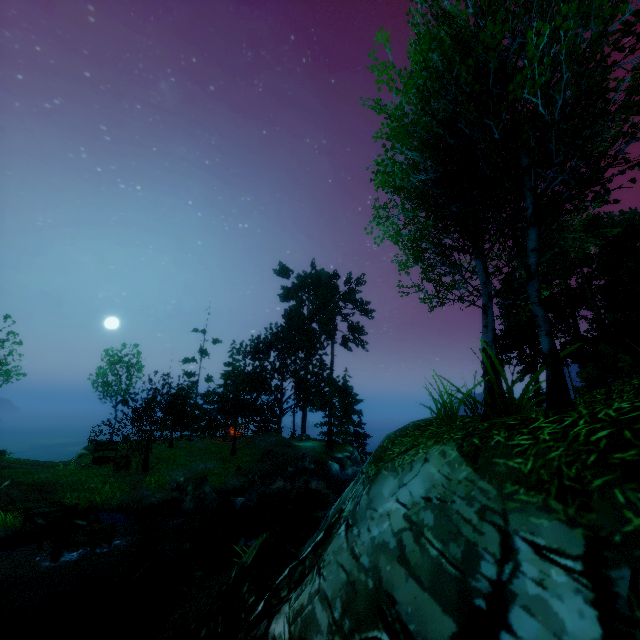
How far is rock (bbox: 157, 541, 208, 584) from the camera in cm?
1095

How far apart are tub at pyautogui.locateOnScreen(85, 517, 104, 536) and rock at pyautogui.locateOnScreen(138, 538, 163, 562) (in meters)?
2.30

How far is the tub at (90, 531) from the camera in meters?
13.1 m

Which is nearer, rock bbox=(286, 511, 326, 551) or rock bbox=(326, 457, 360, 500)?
rock bbox=(286, 511, 326, 551)

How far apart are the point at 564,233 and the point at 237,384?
28.3 meters

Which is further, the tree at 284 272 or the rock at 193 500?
the tree at 284 272

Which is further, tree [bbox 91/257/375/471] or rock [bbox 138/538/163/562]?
tree [bbox 91/257/375/471]

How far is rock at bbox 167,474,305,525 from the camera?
18.47m
